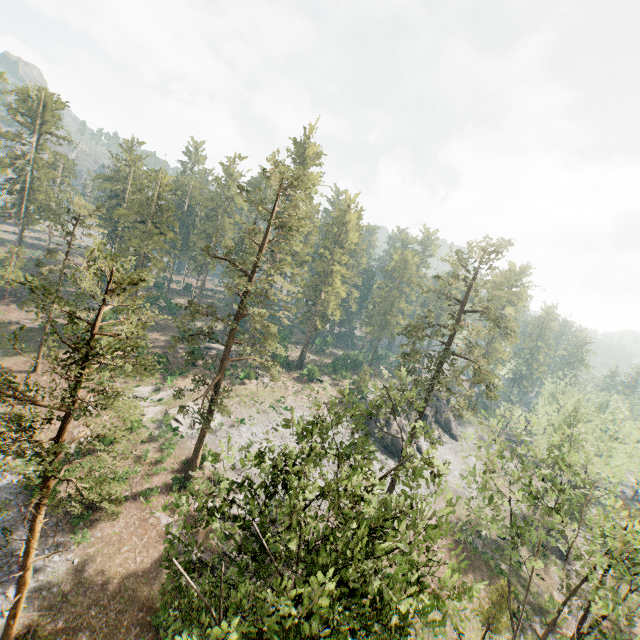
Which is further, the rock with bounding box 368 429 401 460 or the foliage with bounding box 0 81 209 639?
the rock with bounding box 368 429 401 460

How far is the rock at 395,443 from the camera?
45.3 meters

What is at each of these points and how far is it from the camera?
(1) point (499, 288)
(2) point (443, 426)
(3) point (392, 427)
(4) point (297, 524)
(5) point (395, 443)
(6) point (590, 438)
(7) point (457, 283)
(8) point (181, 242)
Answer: (1) foliage, 31.7 meters
(2) rock, 59.0 meters
(3) rock, 46.8 meters
(4) foliage, 14.6 meters
(5) rock, 45.5 meters
(6) foliage, 38.2 meters
(7) foliage, 32.2 meters
(8) foliage, 49.2 meters

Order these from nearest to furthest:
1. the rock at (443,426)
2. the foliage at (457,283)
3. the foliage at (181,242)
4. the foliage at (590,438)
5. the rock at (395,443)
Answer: the foliage at (181,242) → the foliage at (590,438) → the foliage at (457,283) → the rock at (395,443) → the rock at (443,426)

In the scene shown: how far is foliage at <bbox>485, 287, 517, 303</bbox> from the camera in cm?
2834

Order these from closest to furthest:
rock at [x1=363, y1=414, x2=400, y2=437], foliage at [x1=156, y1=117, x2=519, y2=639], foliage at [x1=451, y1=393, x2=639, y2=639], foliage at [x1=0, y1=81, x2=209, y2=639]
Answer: foliage at [x1=156, y1=117, x2=519, y2=639], foliage at [x1=0, y1=81, x2=209, y2=639], foliage at [x1=451, y1=393, x2=639, y2=639], rock at [x1=363, y1=414, x2=400, y2=437]

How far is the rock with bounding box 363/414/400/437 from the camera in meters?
46.5
